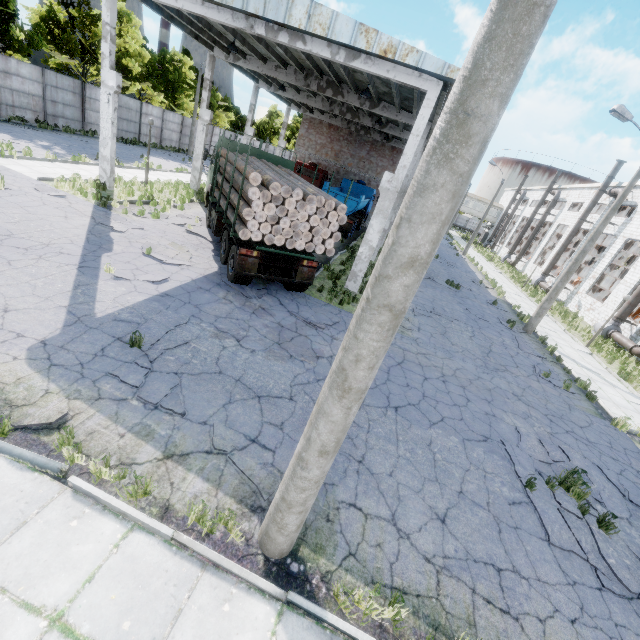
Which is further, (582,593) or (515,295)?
(515,295)

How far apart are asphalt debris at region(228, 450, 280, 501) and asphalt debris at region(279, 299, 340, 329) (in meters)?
4.77

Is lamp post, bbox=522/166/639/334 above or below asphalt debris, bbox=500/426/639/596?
above

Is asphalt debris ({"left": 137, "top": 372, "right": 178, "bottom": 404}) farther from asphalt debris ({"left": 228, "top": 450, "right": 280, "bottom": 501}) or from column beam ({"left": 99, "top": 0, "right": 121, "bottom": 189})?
column beam ({"left": 99, "top": 0, "right": 121, "bottom": 189})

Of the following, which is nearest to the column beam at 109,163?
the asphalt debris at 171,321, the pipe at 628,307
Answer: the asphalt debris at 171,321

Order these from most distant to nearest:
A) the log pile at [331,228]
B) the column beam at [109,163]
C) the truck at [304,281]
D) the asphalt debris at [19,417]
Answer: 1. the column beam at [109,163]
2. the truck at [304,281]
3. the log pile at [331,228]
4. the asphalt debris at [19,417]

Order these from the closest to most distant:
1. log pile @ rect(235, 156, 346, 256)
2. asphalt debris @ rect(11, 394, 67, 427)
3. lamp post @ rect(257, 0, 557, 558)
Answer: lamp post @ rect(257, 0, 557, 558)
asphalt debris @ rect(11, 394, 67, 427)
log pile @ rect(235, 156, 346, 256)
